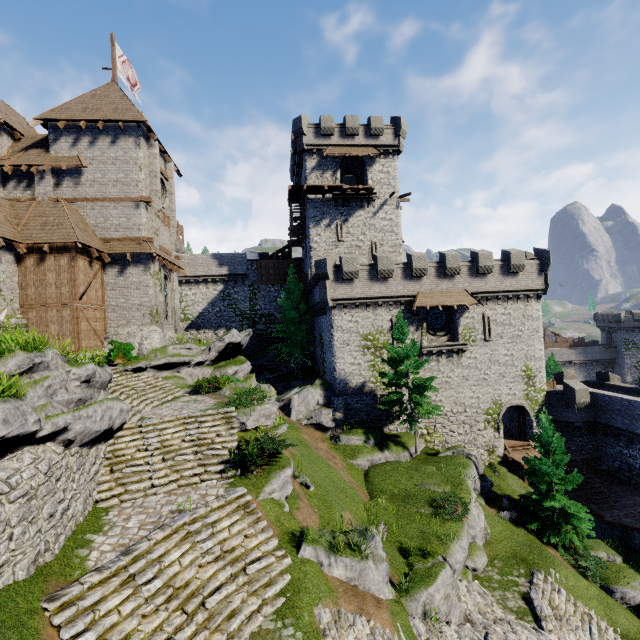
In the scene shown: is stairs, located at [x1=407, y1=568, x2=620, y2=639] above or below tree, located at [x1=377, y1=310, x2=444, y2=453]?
below

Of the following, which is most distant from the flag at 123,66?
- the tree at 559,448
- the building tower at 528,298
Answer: the tree at 559,448

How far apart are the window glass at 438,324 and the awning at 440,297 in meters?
1.3

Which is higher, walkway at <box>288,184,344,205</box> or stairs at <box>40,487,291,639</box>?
walkway at <box>288,184,344,205</box>

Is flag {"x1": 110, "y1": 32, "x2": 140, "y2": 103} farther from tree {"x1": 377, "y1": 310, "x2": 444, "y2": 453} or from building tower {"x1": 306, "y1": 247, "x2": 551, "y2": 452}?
building tower {"x1": 306, "y1": 247, "x2": 551, "y2": 452}

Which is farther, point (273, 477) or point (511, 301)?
point (511, 301)

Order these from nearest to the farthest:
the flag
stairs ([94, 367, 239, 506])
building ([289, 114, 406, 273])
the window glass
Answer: stairs ([94, 367, 239, 506]), the flag, the window glass, building ([289, 114, 406, 273])

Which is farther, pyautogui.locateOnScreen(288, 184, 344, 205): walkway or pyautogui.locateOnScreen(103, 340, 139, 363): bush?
pyautogui.locateOnScreen(288, 184, 344, 205): walkway
